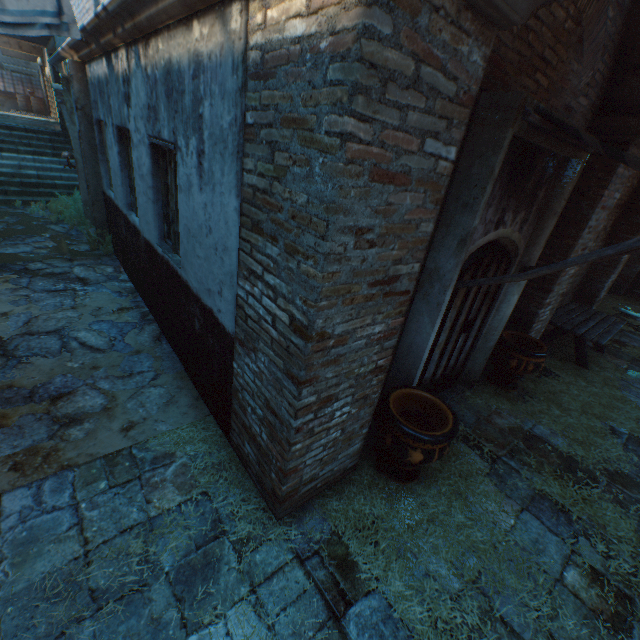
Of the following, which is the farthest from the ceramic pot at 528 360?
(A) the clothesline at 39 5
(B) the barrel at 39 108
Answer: (B) the barrel at 39 108

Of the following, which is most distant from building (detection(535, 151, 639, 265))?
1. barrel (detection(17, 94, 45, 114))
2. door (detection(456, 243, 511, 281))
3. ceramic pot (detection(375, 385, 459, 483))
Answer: barrel (detection(17, 94, 45, 114))

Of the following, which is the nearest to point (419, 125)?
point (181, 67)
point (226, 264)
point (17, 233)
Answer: point (226, 264)

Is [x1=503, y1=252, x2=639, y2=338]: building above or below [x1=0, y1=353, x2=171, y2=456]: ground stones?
above

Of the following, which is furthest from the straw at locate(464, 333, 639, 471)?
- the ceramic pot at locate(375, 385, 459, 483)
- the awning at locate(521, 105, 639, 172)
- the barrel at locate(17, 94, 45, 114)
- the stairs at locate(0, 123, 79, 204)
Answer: the barrel at locate(17, 94, 45, 114)

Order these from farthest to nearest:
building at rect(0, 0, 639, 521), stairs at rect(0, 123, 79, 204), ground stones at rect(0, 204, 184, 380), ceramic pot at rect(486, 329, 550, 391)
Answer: stairs at rect(0, 123, 79, 204)
ceramic pot at rect(486, 329, 550, 391)
ground stones at rect(0, 204, 184, 380)
building at rect(0, 0, 639, 521)

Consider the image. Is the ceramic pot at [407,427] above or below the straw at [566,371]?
above

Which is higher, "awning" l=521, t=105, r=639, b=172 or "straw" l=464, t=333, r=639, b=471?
"awning" l=521, t=105, r=639, b=172
